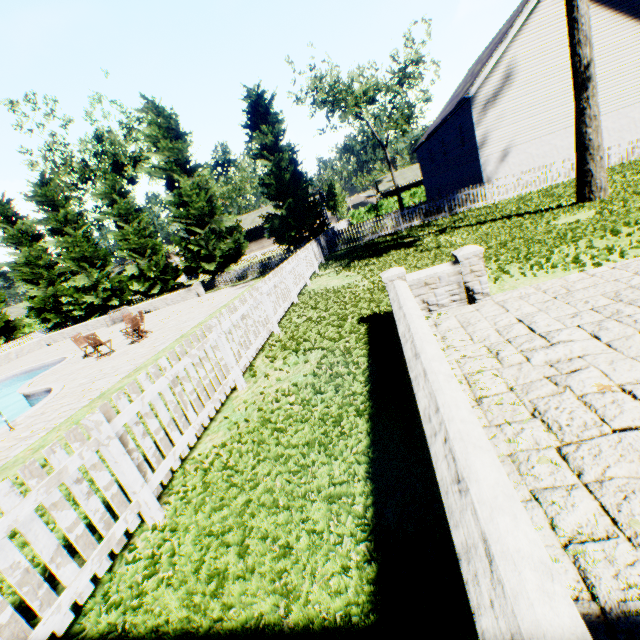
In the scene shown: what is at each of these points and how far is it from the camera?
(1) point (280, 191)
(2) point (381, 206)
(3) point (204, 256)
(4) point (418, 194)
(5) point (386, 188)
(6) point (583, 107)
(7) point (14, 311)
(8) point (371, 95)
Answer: (1) tree, 23.1m
(2) hedge, 43.3m
(3) tree, 24.1m
(4) hedge, 42.2m
(5) house, 47.3m
(6) tree, 9.8m
(7) house, 55.4m
(8) tree, 38.1m

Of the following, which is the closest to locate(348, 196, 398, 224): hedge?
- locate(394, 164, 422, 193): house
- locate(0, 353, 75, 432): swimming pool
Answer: locate(394, 164, 422, 193): house

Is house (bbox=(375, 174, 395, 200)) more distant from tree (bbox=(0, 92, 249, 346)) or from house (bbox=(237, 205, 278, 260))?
house (bbox=(237, 205, 278, 260))

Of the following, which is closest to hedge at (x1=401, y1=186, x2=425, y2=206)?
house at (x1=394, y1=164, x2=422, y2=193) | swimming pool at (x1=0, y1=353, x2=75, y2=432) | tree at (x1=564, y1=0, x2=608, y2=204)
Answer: tree at (x1=564, y1=0, x2=608, y2=204)

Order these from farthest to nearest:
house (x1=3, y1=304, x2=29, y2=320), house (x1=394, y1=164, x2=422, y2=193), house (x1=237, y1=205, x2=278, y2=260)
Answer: house (x1=3, y1=304, x2=29, y2=320) → house (x1=394, y1=164, x2=422, y2=193) → house (x1=237, y1=205, x2=278, y2=260)

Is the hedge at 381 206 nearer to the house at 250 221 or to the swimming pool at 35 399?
the house at 250 221

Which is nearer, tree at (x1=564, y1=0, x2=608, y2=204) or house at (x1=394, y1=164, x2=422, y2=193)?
tree at (x1=564, y1=0, x2=608, y2=204)

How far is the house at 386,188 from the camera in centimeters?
4719cm
